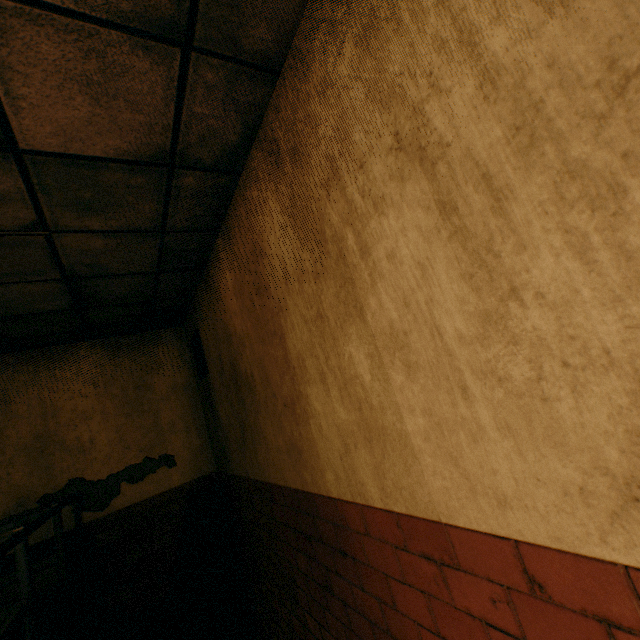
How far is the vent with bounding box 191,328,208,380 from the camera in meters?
3.7

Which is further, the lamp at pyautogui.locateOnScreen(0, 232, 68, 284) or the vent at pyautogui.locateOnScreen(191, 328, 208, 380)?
the vent at pyautogui.locateOnScreen(191, 328, 208, 380)

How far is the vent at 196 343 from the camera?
3.7 meters

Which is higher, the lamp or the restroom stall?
the lamp

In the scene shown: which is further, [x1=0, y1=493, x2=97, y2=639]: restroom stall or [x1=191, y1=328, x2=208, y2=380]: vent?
[x1=191, y1=328, x2=208, y2=380]: vent

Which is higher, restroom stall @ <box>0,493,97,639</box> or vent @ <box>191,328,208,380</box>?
vent @ <box>191,328,208,380</box>

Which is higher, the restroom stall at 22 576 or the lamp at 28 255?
the lamp at 28 255

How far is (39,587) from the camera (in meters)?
2.43
